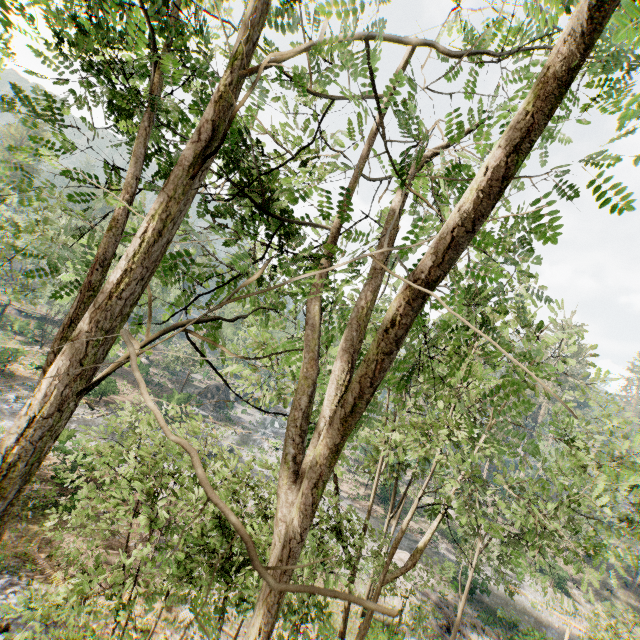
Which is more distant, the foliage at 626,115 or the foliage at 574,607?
the foliage at 574,607

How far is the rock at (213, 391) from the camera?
52.72m

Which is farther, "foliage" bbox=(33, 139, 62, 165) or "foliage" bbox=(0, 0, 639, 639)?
"foliage" bbox=(33, 139, 62, 165)

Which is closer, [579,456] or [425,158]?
[425,158]

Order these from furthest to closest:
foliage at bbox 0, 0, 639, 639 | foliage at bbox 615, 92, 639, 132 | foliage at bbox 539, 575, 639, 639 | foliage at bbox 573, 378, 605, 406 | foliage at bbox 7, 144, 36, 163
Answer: foliage at bbox 573, 378, 605, 406 < foliage at bbox 539, 575, 639, 639 < foliage at bbox 7, 144, 36, 163 < foliage at bbox 0, 0, 639, 639 < foliage at bbox 615, 92, 639, 132

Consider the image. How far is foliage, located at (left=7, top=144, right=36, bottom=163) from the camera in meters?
3.4

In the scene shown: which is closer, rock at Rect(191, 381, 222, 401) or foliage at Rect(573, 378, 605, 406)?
foliage at Rect(573, 378, 605, 406)
